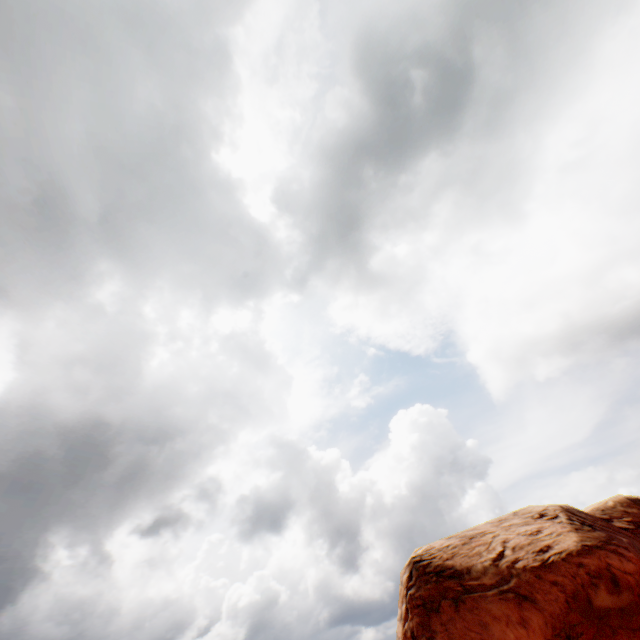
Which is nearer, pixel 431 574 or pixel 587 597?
pixel 587 597
